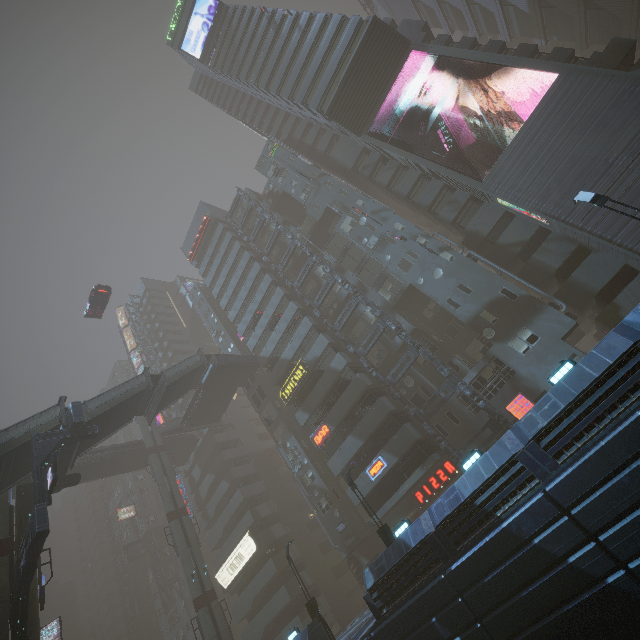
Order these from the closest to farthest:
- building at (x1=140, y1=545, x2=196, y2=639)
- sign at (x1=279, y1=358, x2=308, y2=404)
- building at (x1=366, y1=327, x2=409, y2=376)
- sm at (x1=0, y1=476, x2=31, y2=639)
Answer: sm at (x1=0, y1=476, x2=31, y2=639) < building at (x1=366, y1=327, x2=409, y2=376) < sign at (x1=279, y1=358, x2=308, y2=404) < building at (x1=140, y1=545, x2=196, y2=639)

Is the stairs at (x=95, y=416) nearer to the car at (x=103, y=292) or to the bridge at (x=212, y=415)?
the bridge at (x=212, y=415)

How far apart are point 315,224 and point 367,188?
9.90m

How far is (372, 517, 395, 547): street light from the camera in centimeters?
1889cm

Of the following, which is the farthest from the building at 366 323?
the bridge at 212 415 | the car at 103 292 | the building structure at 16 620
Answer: the building structure at 16 620

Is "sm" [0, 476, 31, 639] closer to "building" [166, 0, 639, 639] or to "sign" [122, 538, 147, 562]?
"building" [166, 0, 639, 639]

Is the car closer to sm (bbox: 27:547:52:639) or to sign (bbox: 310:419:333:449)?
sm (bbox: 27:547:52:639)

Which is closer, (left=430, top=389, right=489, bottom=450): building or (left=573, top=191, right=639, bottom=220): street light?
(left=573, top=191, right=639, bottom=220): street light
